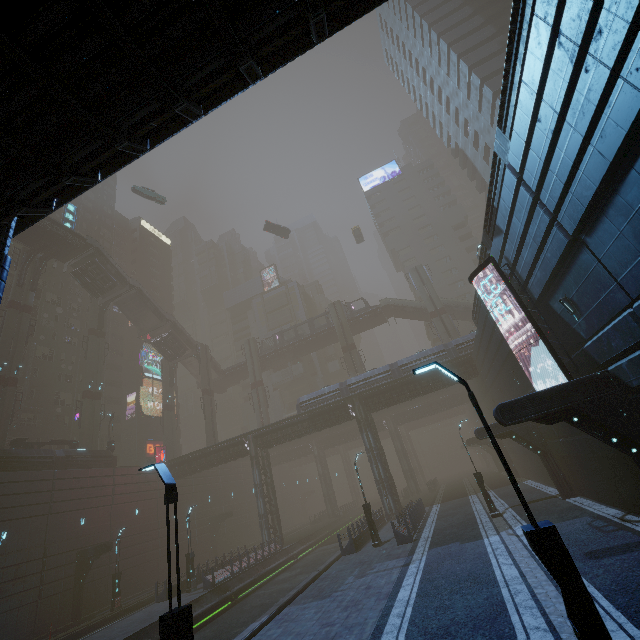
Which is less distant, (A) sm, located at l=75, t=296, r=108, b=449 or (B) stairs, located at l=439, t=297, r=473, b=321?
(A) sm, located at l=75, t=296, r=108, b=449

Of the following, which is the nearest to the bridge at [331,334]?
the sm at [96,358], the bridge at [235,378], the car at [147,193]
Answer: the bridge at [235,378]

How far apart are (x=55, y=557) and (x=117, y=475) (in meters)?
8.37

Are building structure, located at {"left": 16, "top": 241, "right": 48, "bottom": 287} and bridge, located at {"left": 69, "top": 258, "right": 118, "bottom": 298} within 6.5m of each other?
yes

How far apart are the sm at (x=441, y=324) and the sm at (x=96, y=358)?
45.1m

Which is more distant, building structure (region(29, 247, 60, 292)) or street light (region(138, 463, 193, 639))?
building structure (region(29, 247, 60, 292))

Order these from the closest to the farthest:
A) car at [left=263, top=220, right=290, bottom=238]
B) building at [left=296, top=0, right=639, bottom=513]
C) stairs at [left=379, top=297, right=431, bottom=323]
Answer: building at [left=296, top=0, right=639, bottom=513] → stairs at [left=379, top=297, right=431, bottom=323] → car at [left=263, top=220, right=290, bottom=238]

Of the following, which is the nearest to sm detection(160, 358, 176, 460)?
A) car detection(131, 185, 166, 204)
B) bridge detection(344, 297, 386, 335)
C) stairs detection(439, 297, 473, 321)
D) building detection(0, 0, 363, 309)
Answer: building detection(0, 0, 363, 309)
